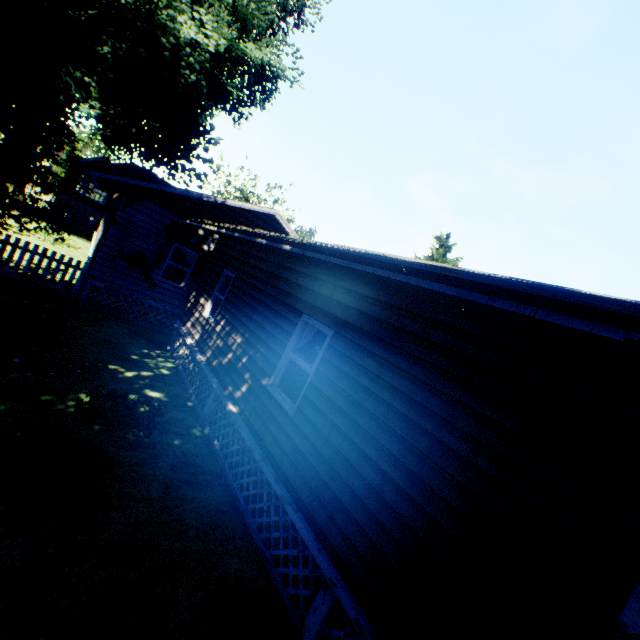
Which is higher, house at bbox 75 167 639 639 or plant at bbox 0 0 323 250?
plant at bbox 0 0 323 250

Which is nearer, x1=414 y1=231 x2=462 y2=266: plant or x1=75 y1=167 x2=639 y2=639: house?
x1=75 y1=167 x2=639 y2=639: house

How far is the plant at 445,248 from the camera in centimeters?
2559cm

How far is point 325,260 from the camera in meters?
4.0 m

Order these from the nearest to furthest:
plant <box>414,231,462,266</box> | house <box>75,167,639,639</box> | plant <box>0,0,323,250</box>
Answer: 1. house <box>75,167,639,639</box>
2. plant <box>0,0,323,250</box>
3. plant <box>414,231,462,266</box>

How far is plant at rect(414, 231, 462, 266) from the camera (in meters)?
25.59

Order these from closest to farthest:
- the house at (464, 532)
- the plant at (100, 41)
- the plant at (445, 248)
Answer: the house at (464, 532) → the plant at (100, 41) → the plant at (445, 248)
